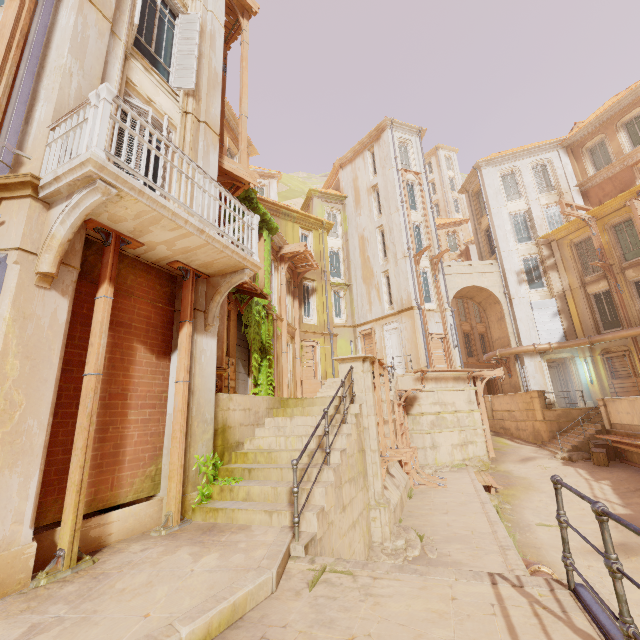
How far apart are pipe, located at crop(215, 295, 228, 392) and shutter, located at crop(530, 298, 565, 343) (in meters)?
21.76

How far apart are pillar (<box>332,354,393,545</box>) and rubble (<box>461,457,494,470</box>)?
10.8m

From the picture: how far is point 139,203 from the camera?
4.22m

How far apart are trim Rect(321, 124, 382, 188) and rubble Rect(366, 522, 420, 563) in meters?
27.7

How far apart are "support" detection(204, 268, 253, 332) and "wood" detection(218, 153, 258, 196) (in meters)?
3.77

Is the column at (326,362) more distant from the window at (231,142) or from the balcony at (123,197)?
the balcony at (123,197)

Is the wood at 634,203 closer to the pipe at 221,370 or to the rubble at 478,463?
the rubble at 478,463

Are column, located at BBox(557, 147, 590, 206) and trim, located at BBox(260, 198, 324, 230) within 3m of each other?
no
